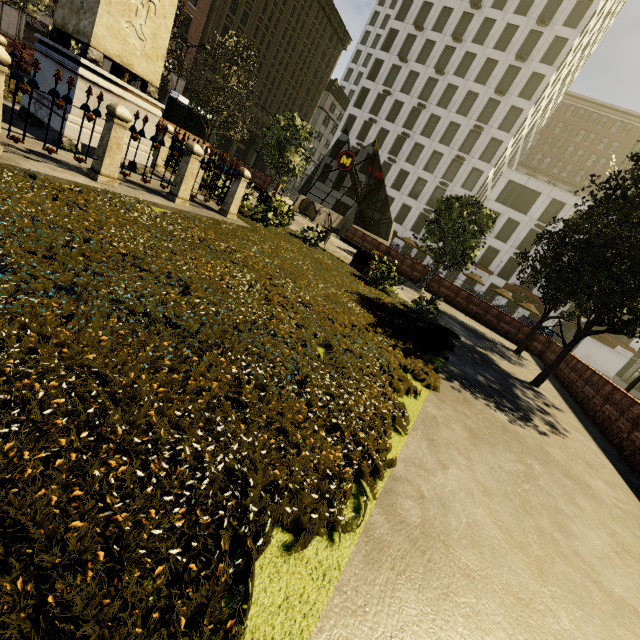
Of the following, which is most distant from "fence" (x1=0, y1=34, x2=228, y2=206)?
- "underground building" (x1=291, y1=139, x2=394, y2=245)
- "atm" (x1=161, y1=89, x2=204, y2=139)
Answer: "atm" (x1=161, y1=89, x2=204, y2=139)

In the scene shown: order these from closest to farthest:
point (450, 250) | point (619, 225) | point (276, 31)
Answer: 1. point (619, 225)
2. point (450, 250)
3. point (276, 31)

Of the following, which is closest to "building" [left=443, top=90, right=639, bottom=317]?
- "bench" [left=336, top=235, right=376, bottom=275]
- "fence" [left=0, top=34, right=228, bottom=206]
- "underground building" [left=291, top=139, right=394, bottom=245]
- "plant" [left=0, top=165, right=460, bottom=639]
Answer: "plant" [left=0, top=165, right=460, bottom=639]

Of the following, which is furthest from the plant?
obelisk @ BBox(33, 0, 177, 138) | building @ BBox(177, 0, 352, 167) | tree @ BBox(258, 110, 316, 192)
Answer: building @ BBox(177, 0, 352, 167)

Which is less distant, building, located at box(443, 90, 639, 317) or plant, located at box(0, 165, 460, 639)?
plant, located at box(0, 165, 460, 639)

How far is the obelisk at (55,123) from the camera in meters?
6.6

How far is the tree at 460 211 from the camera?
17.3m

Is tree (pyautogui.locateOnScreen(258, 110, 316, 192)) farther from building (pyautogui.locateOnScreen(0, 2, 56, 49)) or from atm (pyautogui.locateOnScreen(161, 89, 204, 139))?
building (pyautogui.locateOnScreen(0, 2, 56, 49))
